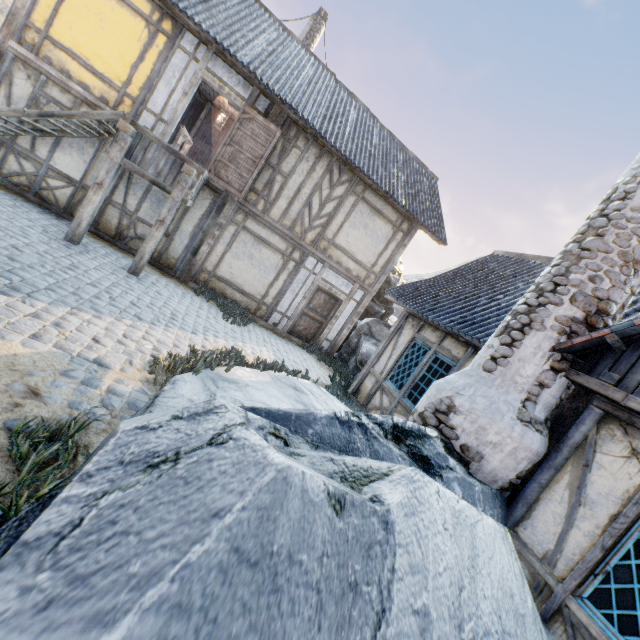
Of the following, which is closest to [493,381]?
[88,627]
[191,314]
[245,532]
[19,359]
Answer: [245,532]

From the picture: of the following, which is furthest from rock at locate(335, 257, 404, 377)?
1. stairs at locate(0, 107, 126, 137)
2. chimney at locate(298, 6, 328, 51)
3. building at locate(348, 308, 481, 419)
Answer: stairs at locate(0, 107, 126, 137)

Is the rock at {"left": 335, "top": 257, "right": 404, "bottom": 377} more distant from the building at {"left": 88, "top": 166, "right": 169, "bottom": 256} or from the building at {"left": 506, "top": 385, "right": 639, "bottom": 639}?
the building at {"left": 506, "top": 385, "right": 639, "bottom": 639}

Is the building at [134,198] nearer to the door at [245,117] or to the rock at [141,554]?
the door at [245,117]

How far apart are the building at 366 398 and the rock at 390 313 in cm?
575

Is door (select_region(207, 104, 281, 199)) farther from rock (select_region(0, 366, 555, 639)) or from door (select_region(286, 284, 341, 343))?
rock (select_region(0, 366, 555, 639))

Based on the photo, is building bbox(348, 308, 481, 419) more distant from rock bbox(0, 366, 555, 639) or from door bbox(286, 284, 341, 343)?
door bbox(286, 284, 341, 343)

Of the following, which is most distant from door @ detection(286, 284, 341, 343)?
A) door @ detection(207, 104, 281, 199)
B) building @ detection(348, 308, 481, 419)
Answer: door @ detection(207, 104, 281, 199)
